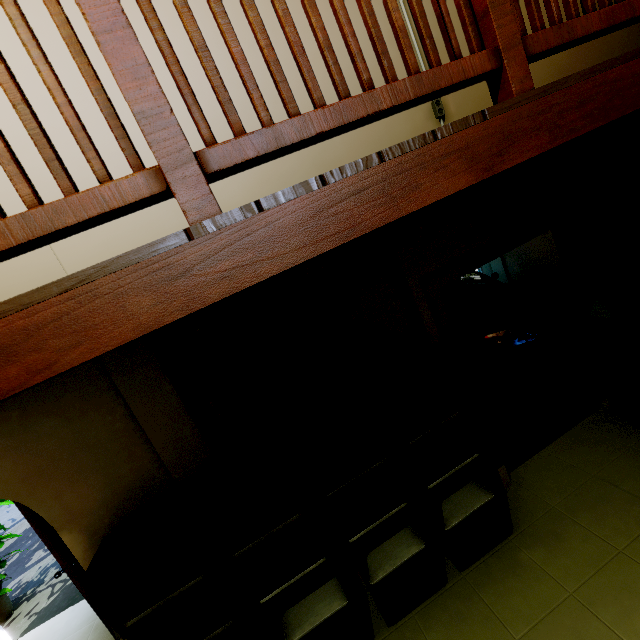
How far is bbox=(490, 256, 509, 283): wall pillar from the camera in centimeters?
655cm

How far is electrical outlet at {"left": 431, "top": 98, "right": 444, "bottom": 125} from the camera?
2.6m

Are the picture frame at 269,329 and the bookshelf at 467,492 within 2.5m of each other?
yes

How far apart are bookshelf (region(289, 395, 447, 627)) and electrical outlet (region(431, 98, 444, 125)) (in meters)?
2.15

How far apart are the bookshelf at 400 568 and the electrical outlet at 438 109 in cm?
215

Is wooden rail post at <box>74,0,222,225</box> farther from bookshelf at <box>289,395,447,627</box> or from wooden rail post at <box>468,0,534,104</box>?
bookshelf at <box>289,395,447,627</box>

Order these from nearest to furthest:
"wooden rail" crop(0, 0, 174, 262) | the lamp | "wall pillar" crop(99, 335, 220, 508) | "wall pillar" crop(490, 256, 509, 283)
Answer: "wooden rail" crop(0, 0, 174, 262), "wall pillar" crop(99, 335, 220, 508), the lamp, "wall pillar" crop(490, 256, 509, 283)

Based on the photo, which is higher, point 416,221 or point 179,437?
point 416,221
